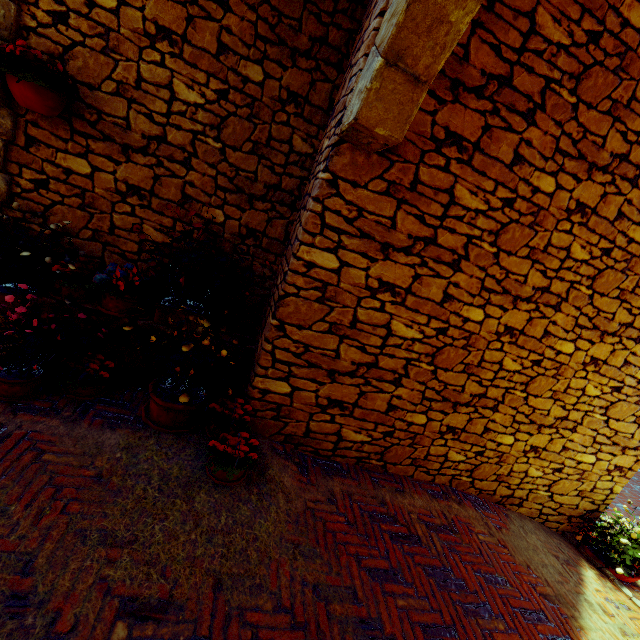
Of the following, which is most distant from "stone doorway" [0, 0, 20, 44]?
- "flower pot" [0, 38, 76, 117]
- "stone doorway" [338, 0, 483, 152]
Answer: "stone doorway" [338, 0, 483, 152]

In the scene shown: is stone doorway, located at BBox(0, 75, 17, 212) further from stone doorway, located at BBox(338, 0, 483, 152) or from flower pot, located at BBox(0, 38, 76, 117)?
stone doorway, located at BBox(338, 0, 483, 152)

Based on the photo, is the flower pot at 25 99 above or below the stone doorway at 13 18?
below

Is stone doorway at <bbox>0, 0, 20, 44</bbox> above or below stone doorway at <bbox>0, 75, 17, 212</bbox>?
above

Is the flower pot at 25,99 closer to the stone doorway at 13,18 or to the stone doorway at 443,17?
the stone doorway at 13,18

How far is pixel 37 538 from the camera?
1.8m
